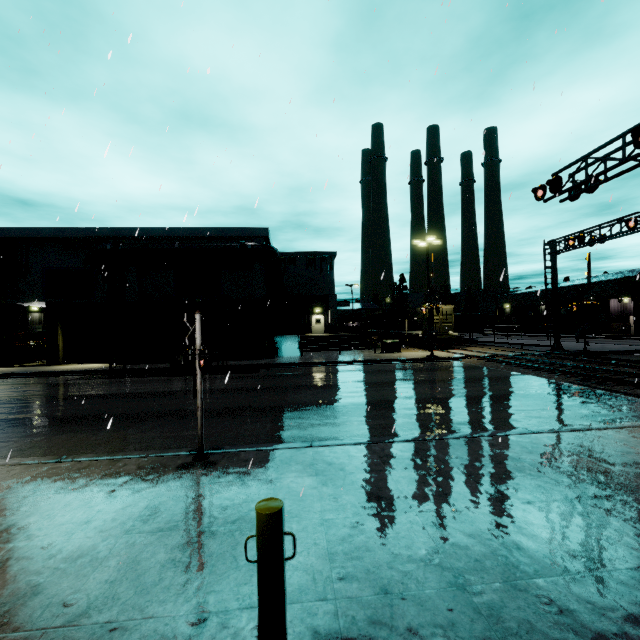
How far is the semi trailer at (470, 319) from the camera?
45.3 meters

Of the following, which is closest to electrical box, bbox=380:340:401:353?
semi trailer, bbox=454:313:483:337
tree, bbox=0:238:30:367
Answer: semi trailer, bbox=454:313:483:337

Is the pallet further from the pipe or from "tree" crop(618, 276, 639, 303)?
"tree" crop(618, 276, 639, 303)

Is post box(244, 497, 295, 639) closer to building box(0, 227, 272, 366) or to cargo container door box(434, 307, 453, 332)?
building box(0, 227, 272, 366)

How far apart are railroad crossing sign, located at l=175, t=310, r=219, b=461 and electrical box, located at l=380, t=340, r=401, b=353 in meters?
21.7

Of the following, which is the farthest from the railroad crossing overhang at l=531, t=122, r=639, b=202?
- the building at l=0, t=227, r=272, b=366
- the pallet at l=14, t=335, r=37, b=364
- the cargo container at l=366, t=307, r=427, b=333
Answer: the pallet at l=14, t=335, r=37, b=364

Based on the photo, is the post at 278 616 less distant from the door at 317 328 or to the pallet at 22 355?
the door at 317 328

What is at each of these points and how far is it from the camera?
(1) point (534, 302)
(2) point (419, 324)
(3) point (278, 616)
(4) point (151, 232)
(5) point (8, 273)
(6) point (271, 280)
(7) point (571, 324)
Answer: (1) building, 59.2m
(2) cargo container, 32.1m
(3) post, 2.3m
(4) building, 25.2m
(5) tree, 25.1m
(6) tree, 36.4m
(7) building, 51.4m
